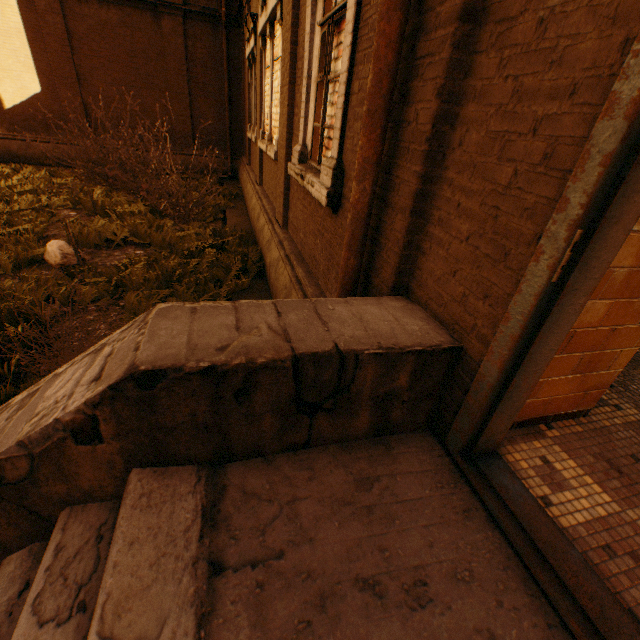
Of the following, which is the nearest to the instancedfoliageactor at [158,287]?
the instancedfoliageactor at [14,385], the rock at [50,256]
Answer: the rock at [50,256]

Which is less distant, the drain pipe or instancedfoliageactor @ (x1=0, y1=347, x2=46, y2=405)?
the drain pipe

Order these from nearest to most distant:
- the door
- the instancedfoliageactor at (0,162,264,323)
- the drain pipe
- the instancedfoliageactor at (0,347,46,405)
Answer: the door, the drain pipe, the instancedfoliageactor at (0,347,46,405), the instancedfoliageactor at (0,162,264,323)

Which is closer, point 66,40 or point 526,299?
point 526,299

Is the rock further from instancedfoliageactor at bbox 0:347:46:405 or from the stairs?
the stairs

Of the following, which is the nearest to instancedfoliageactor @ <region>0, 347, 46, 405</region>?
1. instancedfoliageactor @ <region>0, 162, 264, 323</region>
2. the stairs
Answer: the stairs

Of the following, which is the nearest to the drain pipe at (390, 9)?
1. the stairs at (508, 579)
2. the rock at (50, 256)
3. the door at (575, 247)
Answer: the stairs at (508, 579)

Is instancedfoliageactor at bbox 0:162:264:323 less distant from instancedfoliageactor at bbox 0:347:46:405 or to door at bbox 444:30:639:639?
instancedfoliageactor at bbox 0:347:46:405
